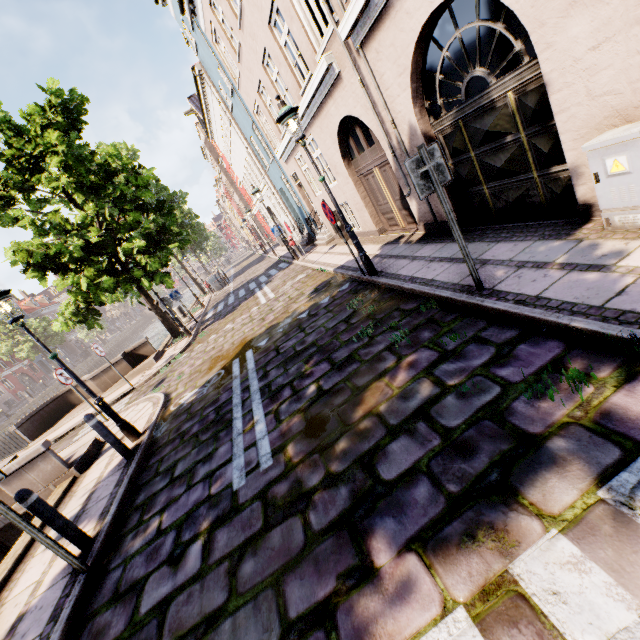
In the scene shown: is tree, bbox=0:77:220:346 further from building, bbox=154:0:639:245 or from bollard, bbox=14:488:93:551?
building, bbox=154:0:639:245

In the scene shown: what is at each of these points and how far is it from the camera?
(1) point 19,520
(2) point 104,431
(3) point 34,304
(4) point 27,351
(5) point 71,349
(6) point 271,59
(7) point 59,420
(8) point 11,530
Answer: (1) sign pole, 3.4m
(2) bollard, 5.7m
(3) building, 57.8m
(4) tree, 36.7m
(5) building, 59.1m
(6) building, 10.1m
(7) bridge, 13.5m
(8) bridge, 7.3m

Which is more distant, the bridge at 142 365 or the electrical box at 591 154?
the bridge at 142 365

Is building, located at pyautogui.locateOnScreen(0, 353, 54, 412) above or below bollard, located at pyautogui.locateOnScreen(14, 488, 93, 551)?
above

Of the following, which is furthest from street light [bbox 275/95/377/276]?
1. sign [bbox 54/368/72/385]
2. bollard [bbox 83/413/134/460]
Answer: sign [bbox 54/368/72/385]

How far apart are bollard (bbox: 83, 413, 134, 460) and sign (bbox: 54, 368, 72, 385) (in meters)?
3.86

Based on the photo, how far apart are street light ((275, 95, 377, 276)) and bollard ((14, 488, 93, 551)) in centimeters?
649cm

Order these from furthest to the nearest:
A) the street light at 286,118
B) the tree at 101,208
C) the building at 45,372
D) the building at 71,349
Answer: the building at 71,349 < the building at 45,372 < the tree at 101,208 < the street light at 286,118
